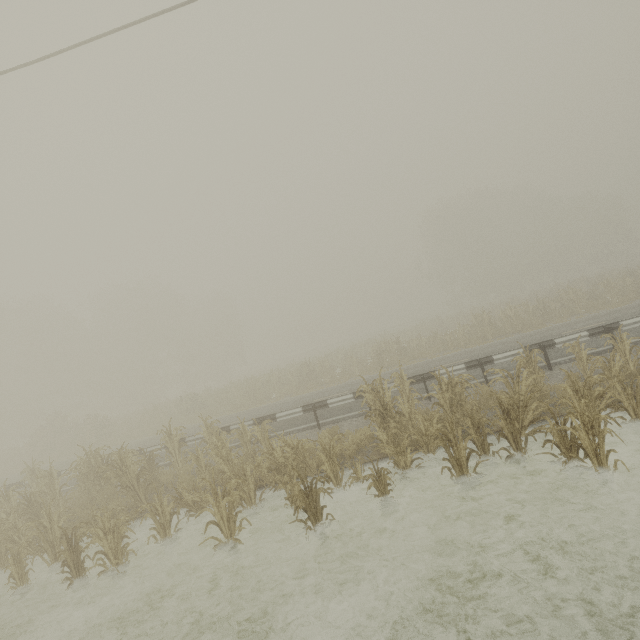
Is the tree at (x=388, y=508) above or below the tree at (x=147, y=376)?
below

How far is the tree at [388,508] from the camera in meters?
6.5

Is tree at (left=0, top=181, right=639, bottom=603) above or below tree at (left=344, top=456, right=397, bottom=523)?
above

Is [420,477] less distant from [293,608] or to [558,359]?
[293,608]

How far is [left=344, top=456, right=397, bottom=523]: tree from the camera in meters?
6.5 m
